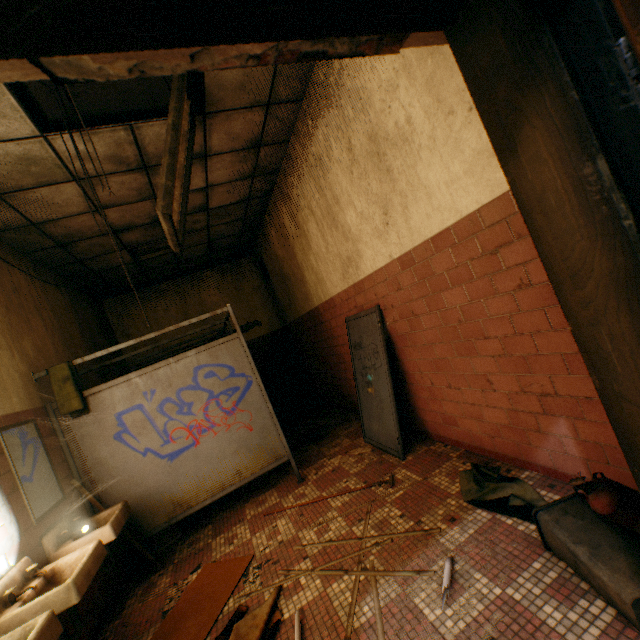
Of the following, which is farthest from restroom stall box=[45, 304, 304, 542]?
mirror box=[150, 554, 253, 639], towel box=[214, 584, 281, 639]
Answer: towel box=[214, 584, 281, 639]

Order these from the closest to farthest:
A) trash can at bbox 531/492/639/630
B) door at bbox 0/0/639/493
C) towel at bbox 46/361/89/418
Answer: door at bbox 0/0/639/493, trash can at bbox 531/492/639/630, towel at bbox 46/361/89/418

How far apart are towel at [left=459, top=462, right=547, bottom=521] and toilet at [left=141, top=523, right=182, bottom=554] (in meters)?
3.21

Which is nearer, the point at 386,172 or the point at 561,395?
the point at 561,395

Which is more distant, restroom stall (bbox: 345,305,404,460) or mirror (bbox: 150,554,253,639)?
restroom stall (bbox: 345,305,404,460)

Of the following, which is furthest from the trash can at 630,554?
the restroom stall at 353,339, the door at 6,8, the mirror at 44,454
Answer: the mirror at 44,454

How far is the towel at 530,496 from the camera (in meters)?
2.17

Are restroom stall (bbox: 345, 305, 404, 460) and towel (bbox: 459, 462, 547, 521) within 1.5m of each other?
yes
